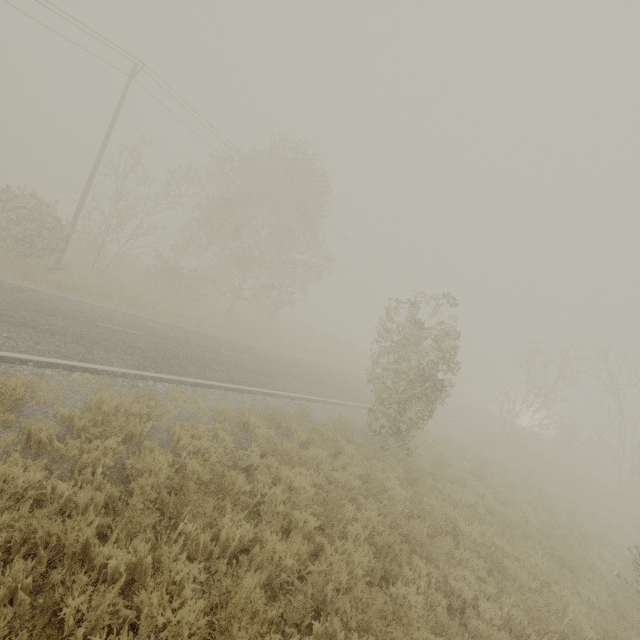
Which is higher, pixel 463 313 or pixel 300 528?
pixel 463 313
